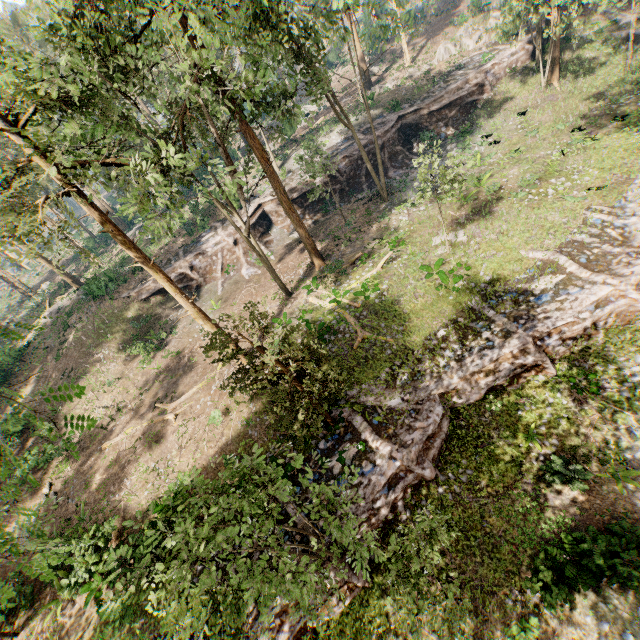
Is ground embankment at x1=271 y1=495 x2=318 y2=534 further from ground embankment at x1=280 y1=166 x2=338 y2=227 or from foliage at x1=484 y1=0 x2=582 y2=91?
ground embankment at x1=280 y1=166 x2=338 y2=227

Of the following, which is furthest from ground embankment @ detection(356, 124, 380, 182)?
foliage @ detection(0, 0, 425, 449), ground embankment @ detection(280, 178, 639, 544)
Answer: ground embankment @ detection(280, 178, 639, 544)

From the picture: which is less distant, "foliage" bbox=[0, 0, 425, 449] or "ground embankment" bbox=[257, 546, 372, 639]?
"foliage" bbox=[0, 0, 425, 449]

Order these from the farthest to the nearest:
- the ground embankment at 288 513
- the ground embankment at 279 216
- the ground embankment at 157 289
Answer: the ground embankment at 279 216 < the ground embankment at 157 289 < the ground embankment at 288 513

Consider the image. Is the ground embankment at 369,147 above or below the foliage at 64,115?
below

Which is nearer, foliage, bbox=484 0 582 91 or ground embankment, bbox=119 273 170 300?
foliage, bbox=484 0 582 91

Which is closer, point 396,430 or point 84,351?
point 396,430
